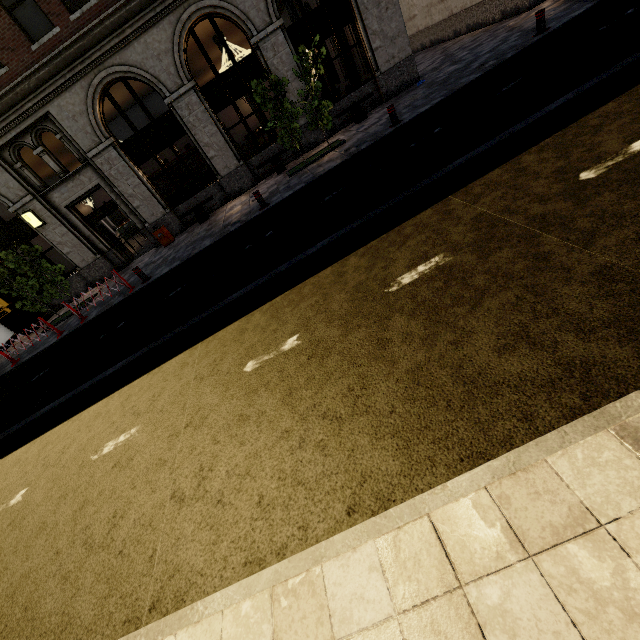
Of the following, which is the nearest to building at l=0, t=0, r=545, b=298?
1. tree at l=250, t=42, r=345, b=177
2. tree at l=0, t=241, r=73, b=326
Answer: → tree at l=250, t=42, r=345, b=177

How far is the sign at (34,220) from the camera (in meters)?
13.03

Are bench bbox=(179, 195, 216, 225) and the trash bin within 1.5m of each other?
yes

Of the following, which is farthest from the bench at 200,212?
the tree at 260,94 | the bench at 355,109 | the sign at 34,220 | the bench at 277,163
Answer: the bench at 355,109

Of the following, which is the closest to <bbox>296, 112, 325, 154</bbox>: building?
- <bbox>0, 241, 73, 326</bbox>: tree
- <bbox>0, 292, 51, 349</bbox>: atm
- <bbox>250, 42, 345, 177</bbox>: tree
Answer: <bbox>0, 292, 51, 349</bbox>: atm

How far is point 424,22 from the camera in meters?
19.6

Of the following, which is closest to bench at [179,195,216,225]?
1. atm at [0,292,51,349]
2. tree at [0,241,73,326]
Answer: atm at [0,292,51,349]

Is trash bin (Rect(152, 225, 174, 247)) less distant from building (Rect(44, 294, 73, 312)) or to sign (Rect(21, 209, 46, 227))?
building (Rect(44, 294, 73, 312))
